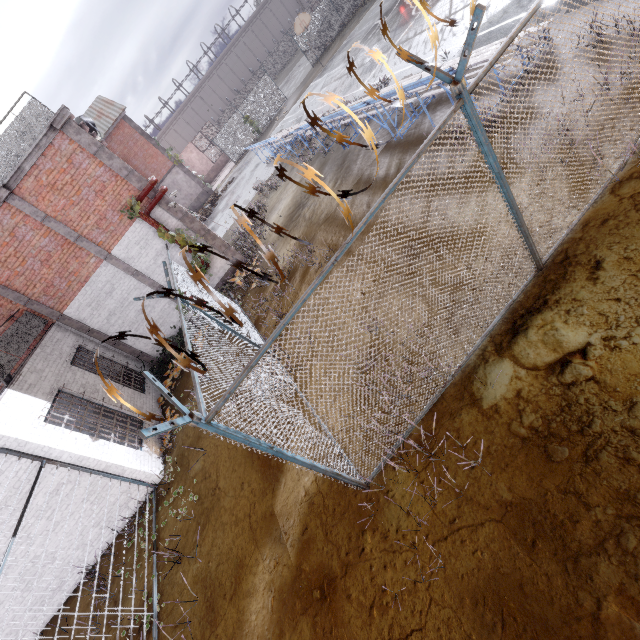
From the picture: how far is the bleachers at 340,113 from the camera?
10.7m

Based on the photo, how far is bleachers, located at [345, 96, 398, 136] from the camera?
9.2m

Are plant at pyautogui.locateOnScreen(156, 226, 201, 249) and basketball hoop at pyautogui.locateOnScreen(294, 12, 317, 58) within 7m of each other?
no

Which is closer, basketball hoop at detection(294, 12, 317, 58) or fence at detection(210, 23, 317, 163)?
basketball hoop at detection(294, 12, 317, 58)

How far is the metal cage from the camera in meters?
34.7

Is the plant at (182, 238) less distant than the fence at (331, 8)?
Yes

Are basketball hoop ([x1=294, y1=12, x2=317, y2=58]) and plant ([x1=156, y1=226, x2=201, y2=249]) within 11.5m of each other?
no

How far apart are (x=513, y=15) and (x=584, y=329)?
10.9 meters
